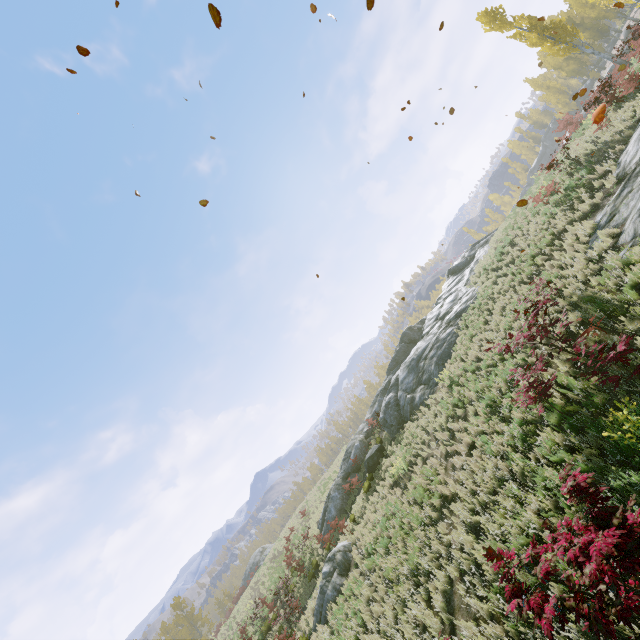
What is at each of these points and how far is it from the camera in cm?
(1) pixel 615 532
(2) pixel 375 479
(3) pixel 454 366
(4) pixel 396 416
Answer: (1) instancedfoliageactor, 351
(2) instancedfoliageactor, 1752
(3) instancedfoliageactor, 1593
(4) rock, 1975

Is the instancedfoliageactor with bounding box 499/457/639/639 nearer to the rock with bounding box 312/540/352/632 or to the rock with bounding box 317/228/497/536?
the rock with bounding box 317/228/497/536

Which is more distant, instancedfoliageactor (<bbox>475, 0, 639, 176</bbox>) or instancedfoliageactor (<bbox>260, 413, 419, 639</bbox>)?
instancedfoliageactor (<bbox>475, 0, 639, 176</bbox>)

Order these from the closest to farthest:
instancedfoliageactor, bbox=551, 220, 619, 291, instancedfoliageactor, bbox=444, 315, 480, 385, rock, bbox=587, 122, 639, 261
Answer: rock, bbox=587, 122, 639, 261 → instancedfoliageactor, bbox=551, 220, 619, 291 → instancedfoliageactor, bbox=444, 315, 480, 385

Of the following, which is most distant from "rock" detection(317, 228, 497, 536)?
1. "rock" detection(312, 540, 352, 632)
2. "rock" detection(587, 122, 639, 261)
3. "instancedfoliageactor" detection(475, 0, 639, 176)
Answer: "instancedfoliageactor" detection(475, 0, 639, 176)

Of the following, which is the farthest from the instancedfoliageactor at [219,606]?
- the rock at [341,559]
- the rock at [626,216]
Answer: the rock at [341,559]

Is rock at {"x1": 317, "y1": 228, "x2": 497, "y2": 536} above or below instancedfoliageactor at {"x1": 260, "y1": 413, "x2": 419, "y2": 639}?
above

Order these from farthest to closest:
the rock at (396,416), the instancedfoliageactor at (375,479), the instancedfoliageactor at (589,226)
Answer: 1. the rock at (396,416)
2. the instancedfoliageactor at (375,479)
3. the instancedfoliageactor at (589,226)
